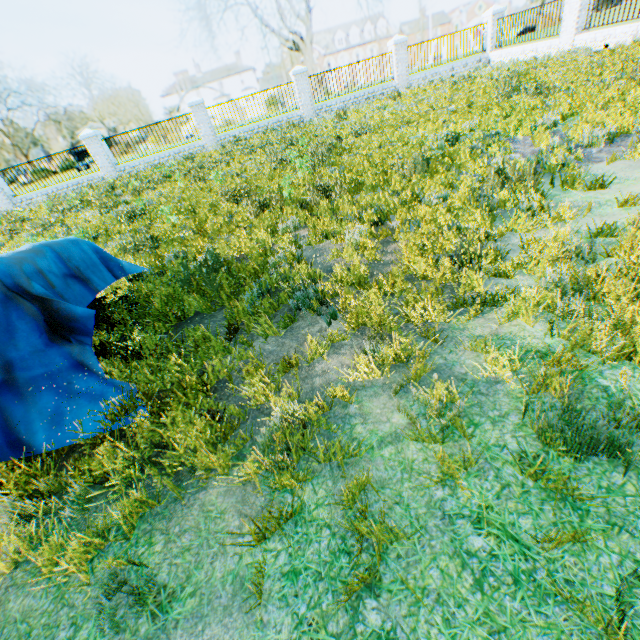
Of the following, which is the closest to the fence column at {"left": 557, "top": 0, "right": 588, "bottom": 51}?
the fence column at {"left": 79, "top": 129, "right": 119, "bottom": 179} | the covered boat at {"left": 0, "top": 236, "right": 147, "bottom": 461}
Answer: the covered boat at {"left": 0, "top": 236, "right": 147, "bottom": 461}

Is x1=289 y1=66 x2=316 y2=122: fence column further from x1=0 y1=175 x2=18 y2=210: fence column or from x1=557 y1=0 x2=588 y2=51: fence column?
x1=0 y1=175 x2=18 y2=210: fence column

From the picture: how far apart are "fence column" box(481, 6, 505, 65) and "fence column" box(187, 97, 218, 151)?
16.0m

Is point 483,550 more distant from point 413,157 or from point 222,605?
point 413,157

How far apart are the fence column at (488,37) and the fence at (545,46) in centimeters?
1cm

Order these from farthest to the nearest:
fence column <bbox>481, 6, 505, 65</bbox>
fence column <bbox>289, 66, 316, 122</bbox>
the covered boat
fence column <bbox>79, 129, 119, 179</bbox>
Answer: fence column <bbox>481, 6, 505, 65</bbox> < fence column <bbox>289, 66, 316, 122</bbox> < fence column <bbox>79, 129, 119, 179</bbox> < the covered boat

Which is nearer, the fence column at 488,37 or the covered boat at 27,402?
the covered boat at 27,402

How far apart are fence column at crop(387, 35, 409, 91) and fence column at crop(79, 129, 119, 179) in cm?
1596
